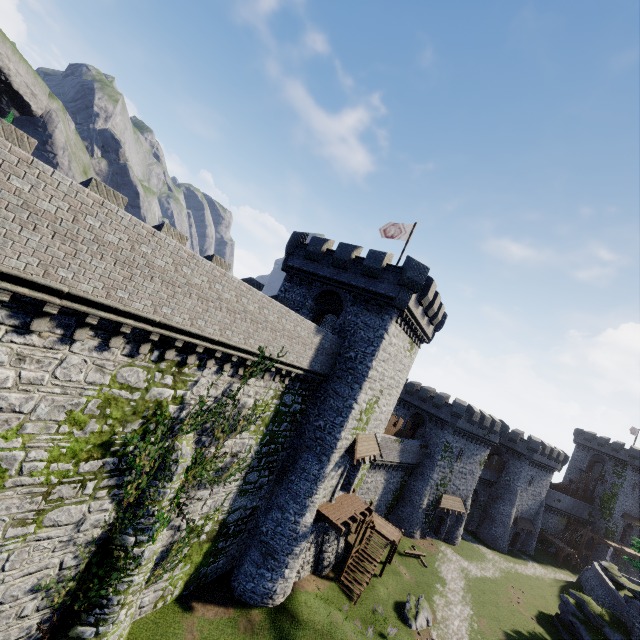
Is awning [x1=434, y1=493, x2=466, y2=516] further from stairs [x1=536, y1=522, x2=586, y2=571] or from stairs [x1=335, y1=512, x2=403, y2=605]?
stairs [x1=536, y1=522, x2=586, y2=571]

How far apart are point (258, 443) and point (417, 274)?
14.1m

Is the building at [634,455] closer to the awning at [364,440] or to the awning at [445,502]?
the awning at [445,502]

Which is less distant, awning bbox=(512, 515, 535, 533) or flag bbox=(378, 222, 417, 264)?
flag bbox=(378, 222, 417, 264)

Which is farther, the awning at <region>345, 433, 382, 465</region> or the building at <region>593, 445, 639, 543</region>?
the building at <region>593, 445, 639, 543</region>

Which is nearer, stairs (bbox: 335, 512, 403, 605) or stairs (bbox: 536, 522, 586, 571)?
stairs (bbox: 335, 512, 403, 605)

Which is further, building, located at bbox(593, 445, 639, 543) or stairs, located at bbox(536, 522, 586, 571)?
building, located at bbox(593, 445, 639, 543)

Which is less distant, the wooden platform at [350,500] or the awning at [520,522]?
the wooden platform at [350,500]
